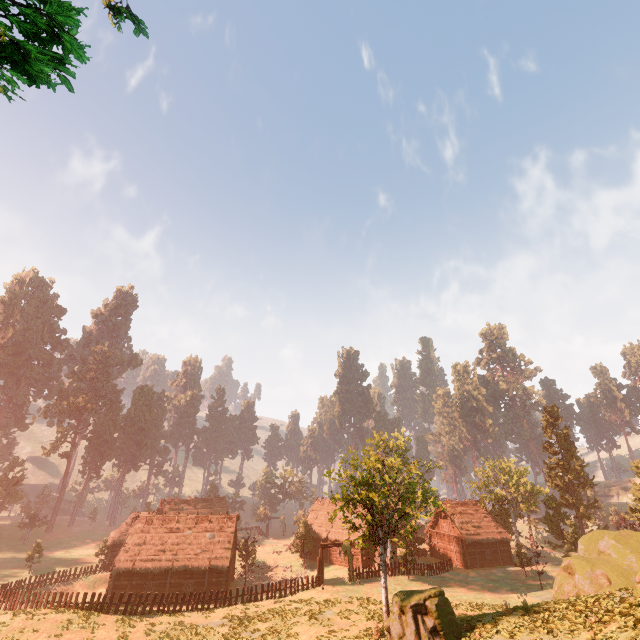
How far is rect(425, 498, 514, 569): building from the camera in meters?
45.2 m

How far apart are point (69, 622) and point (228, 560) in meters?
17.1 m

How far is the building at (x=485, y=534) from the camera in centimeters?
4522cm

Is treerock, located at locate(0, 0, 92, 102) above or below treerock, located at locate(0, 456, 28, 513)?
above

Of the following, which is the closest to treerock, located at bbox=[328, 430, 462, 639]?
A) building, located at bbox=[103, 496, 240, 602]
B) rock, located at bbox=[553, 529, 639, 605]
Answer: building, located at bbox=[103, 496, 240, 602]

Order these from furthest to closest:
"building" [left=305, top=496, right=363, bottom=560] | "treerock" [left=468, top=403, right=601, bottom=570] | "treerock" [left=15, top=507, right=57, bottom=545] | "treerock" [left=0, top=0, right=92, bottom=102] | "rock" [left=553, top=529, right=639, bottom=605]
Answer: "treerock" [left=15, top=507, right=57, bottom=545] < "building" [left=305, top=496, right=363, bottom=560] < "treerock" [left=468, top=403, right=601, bottom=570] < "rock" [left=553, top=529, right=639, bottom=605] < "treerock" [left=0, top=0, right=92, bottom=102]

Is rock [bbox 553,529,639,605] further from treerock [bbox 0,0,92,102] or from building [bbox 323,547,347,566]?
building [bbox 323,547,347,566]

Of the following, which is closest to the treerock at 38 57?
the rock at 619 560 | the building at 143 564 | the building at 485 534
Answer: the building at 143 564
